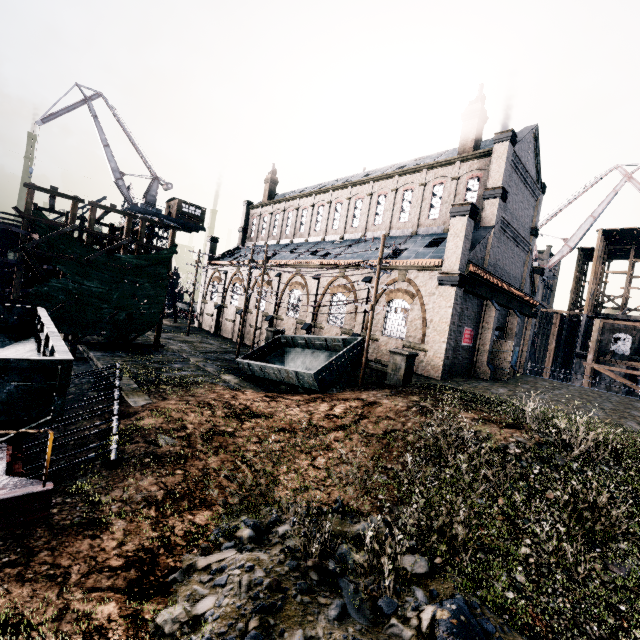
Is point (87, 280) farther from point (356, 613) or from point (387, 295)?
point (356, 613)

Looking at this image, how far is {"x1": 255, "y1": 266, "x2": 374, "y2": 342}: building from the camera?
25.7 meters

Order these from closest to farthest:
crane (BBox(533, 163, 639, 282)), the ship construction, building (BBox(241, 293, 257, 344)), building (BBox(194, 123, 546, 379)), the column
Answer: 1. the column
2. the ship construction
3. building (BBox(194, 123, 546, 379))
4. building (BBox(241, 293, 257, 344))
5. crane (BBox(533, 163, 639, 282))

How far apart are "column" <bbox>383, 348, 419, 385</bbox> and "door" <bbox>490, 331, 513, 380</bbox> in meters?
12.6 m

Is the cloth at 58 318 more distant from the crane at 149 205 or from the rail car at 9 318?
the crane at 149 205

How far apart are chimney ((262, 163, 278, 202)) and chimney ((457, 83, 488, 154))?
28.5 meters

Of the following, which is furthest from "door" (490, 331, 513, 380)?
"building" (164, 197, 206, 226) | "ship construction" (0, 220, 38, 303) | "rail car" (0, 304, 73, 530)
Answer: "building" (164, 197, 206, 226)

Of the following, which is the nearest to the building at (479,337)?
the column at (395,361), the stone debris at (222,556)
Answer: the column at (395,361)
